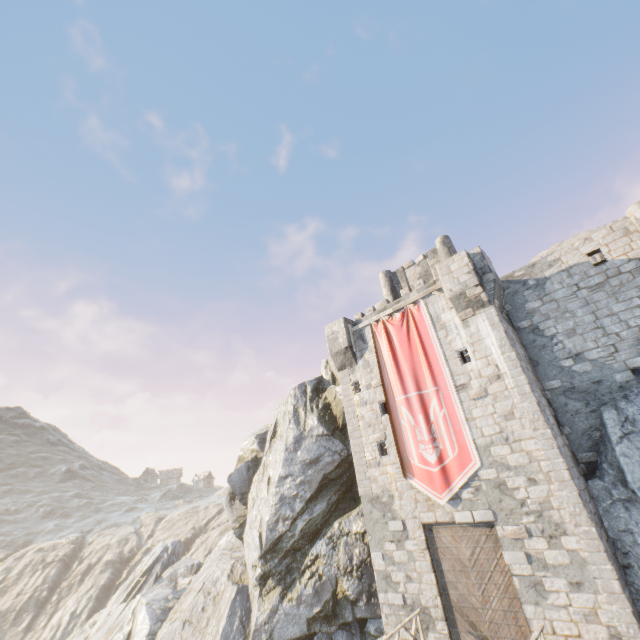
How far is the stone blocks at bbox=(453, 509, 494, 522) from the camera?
12.0m

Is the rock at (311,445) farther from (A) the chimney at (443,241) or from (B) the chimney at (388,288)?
(A) the chimney at (443,241)

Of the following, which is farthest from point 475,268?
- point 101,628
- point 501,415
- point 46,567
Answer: point 46,567

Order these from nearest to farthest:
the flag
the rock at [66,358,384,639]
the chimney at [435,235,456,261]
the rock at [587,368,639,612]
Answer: the rock at [587,368,639,612] < the flag < the rock at [66,358,384,639] < the chimney at [435,235,456,261]

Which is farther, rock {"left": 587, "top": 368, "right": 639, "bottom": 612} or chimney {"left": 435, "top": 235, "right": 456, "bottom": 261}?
chimney {"left": 435, "top": 235, "right": 456, "bottom": 261}

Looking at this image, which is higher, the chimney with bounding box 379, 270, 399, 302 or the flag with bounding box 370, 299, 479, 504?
the chimney with bounding box 379, 270, 399, 302

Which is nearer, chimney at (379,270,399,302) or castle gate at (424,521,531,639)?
castle gate at (424,521,531,639)

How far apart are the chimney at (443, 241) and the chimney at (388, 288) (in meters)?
3.19
